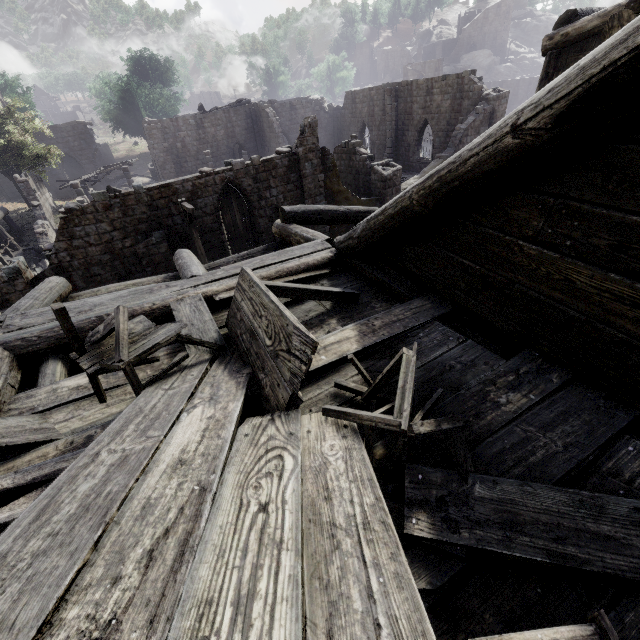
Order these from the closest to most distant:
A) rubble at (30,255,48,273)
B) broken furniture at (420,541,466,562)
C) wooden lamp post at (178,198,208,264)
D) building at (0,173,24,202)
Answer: broken furniture at (420,541,466,562), wooden lamp post at (178,198,208,264), rubble at (30,255,48,273), building at (0,173,24,202)

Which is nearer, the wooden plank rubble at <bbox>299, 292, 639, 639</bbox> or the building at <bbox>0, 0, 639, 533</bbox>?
the wooden plank rubble at <bbox>299, 292, 639, 639</bbox>

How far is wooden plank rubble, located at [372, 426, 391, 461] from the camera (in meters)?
2.08

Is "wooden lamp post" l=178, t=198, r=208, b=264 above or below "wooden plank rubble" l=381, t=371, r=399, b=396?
below

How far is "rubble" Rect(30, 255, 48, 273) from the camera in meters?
18.8 m

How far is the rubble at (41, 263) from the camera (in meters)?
18.81

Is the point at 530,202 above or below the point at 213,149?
above

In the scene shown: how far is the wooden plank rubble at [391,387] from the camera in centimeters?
253cm
